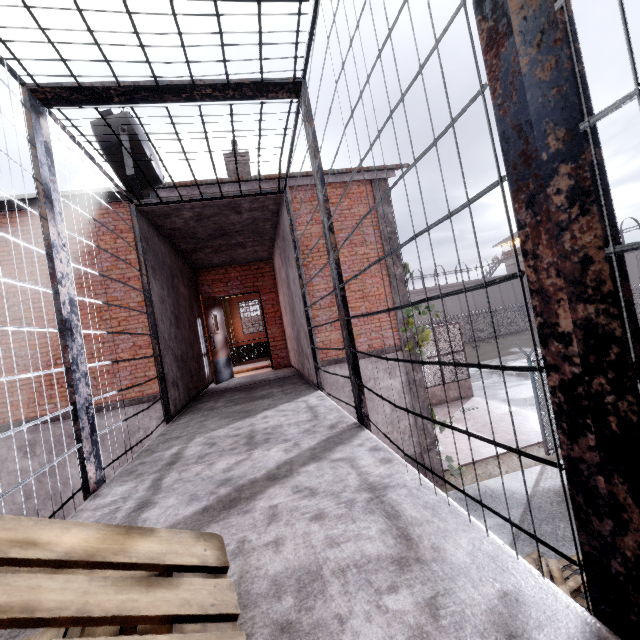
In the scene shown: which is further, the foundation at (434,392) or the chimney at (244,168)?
the foundation at (434,392)

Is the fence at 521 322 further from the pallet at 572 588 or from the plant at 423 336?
the pallet at 572 588

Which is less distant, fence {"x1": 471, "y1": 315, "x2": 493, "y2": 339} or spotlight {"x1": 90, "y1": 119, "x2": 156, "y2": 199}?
spotlight {"x1": 90, "y1": 119, "x2": 156, "y2": 199}

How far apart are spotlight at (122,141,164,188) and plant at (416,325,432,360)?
6.6m

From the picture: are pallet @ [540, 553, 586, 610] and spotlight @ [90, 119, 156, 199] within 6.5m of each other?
no

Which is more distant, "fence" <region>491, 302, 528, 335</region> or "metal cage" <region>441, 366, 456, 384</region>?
"fence" <region>491, 302, 528, 335</region>

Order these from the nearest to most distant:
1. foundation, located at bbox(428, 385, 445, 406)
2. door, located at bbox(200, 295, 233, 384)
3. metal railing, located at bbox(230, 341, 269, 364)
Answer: door, located at bbox(200, 295, 233, 384) → metal railing, located at bbox(230, 341, 269, 364) → foundation, located at bbox(428, 385, 445, 406)

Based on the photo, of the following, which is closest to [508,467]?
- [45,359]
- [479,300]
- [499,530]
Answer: [499,530]
